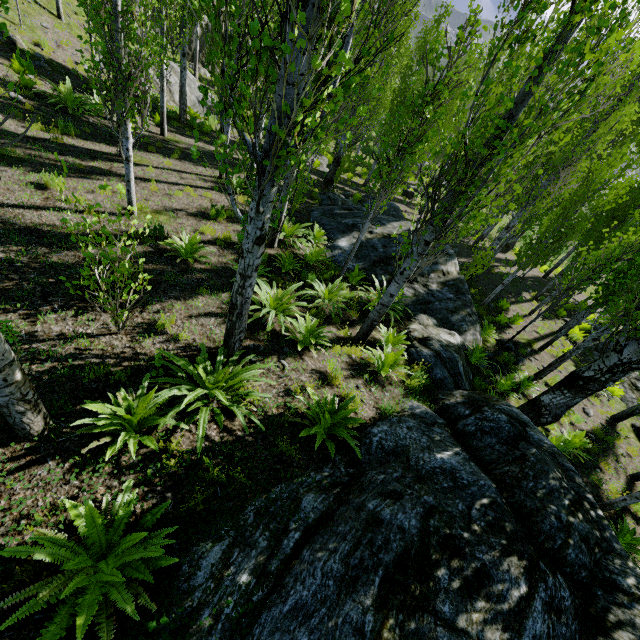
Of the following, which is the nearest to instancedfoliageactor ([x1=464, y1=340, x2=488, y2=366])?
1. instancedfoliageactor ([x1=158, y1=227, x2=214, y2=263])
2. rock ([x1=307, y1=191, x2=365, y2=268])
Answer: rock ([x1=307, y1=191, x2=365, y2=268])

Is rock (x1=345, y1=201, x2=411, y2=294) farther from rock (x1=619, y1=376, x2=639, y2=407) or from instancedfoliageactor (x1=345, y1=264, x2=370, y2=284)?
rock (x1=619, y1=376, x2=639, y2=407)

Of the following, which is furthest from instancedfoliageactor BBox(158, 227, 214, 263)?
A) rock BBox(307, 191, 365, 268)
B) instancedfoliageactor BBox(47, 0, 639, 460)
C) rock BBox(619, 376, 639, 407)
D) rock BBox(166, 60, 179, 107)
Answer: rock BBox(619, 376, 639, 407)

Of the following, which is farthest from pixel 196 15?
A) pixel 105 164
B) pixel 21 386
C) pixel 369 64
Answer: pixel 369 64

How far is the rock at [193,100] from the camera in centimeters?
1897cm

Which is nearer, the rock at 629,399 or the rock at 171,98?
the rock at 629,399

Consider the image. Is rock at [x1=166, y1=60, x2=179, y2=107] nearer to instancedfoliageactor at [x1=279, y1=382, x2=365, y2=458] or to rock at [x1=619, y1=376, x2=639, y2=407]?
instancedfoliageactor at [x1=279, y1=382, x2=365, y2=458]
